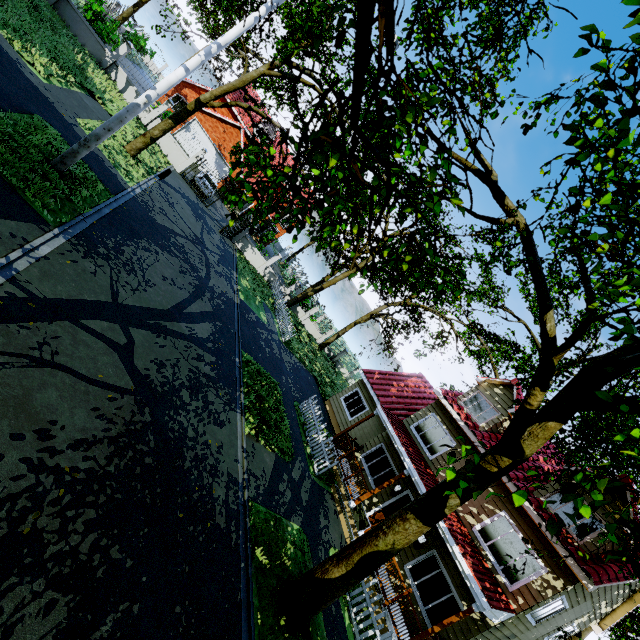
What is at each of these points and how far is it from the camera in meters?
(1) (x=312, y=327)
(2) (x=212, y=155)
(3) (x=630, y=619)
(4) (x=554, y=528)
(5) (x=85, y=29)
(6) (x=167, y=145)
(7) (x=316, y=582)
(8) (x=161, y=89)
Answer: (1) fence, 32.6
(2) garage door, 29.7
(3) tree, 18.9
(4) tree, 3.2
(5) fence, 18.6
(6) fence, 22.2
(7) tree, 7.1
(8) street light, 8.5

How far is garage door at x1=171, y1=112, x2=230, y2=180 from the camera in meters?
28.2 m

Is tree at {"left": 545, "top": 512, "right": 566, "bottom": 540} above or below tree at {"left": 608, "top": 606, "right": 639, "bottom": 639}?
below

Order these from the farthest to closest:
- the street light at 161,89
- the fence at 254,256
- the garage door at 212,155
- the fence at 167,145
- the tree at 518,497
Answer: the garage door at 212,155
the fence at 254,256
the fence at 167,145
the street light at 161,89
the tree at 518,497

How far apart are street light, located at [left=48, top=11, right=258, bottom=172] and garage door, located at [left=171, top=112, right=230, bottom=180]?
23.1 meters

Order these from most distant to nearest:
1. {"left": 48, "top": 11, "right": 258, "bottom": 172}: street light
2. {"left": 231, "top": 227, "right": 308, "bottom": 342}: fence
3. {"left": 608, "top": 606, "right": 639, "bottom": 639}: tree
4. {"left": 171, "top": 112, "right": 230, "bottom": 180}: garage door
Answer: {"left": 171, "top": 112, "right": 230, "bottom": 180}: garage door, {"left": 231, "top": 227, "right": 308, "bottom": 342}: fence, {"left": 608, "top": 606, "right": 639, "bottom": 639}: tree, {"left": 48, "top": 11, "right": 258, "bottom": 172}: street light

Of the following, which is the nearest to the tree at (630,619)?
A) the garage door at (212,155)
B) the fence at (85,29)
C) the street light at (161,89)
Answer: the fence at (85,29)

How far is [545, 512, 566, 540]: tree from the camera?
3.19m
